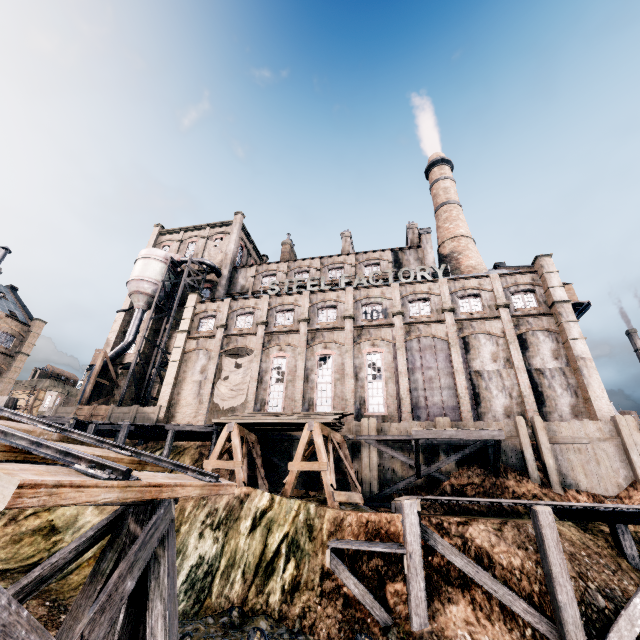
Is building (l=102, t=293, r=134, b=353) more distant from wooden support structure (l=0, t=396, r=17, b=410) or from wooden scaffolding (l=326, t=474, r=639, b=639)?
wooden support structure (l=0, t=396, r=17, b=410)

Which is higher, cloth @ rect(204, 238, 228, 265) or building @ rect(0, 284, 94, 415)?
cloth @ rect(204, 238, 228, 265)

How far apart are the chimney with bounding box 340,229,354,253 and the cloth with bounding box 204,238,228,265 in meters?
16.2 m

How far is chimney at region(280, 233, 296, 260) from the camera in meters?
47.3 m

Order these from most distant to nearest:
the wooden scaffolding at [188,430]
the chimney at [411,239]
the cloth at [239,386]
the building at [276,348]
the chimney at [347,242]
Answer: the chimney at [347,242]
the chimney at [411,239]
the cloth at [239,386]
the building at [276,348]
the wooden scaffolding at [188,430]

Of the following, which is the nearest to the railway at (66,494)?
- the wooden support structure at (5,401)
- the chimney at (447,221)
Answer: the wooden support structure at (5,401)

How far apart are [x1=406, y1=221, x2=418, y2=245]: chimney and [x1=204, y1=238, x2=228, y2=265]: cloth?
25.39m

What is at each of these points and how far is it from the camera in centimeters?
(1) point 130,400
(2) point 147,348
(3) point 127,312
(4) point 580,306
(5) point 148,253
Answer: (1) building, 3734cm
(2) building, 4053cm
(3) building, 4391cm
(4) crane, 3969cm
(5) silo, 4134cm
